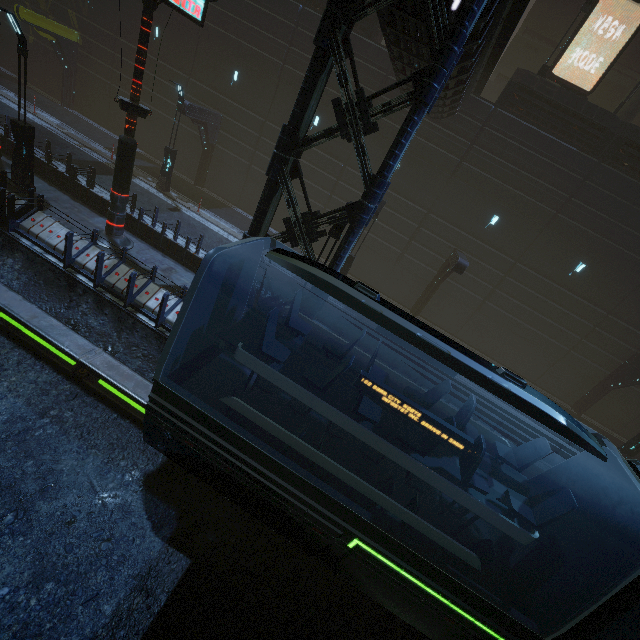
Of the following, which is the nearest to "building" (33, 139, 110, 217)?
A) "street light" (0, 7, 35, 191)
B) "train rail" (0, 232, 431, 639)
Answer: "train rail" (0, 232, 431, 639)

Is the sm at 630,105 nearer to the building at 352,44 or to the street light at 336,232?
the building at 352,44

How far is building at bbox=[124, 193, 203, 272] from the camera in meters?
13.3 m

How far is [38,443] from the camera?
7.06m

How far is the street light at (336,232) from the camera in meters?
9.5 m

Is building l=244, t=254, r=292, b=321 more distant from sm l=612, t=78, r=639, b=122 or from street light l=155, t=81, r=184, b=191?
street light l=155, t=81, r=184, b=191

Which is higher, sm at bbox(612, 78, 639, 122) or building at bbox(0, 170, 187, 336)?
sm at bbox(612, 78, 639, 122)

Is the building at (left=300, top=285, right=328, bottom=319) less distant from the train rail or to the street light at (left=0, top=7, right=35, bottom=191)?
the train rail
